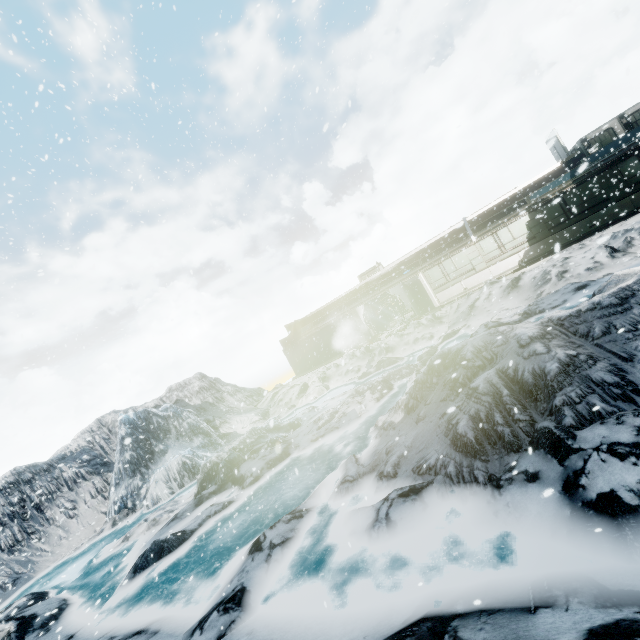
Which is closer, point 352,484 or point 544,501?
point 544,501
